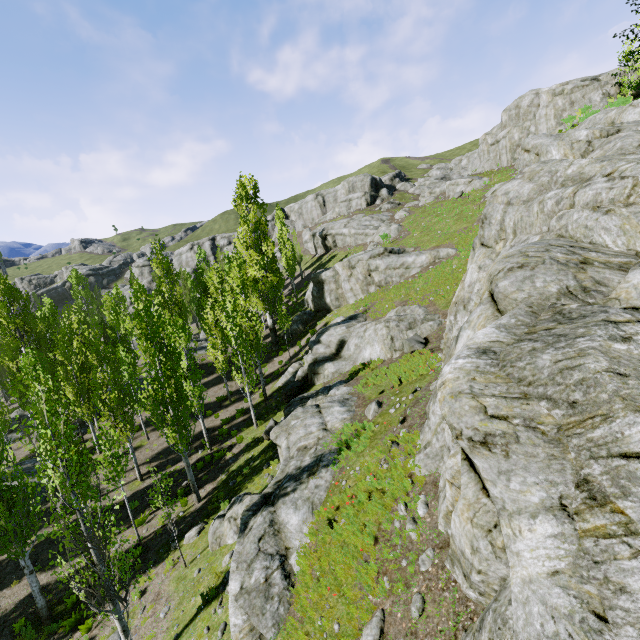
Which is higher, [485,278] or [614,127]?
[614,127]

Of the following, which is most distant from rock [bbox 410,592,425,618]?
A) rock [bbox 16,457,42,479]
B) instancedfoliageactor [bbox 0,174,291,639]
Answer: rock [bbox 16,457,42,479]

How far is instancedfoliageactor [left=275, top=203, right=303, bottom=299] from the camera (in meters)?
44.66

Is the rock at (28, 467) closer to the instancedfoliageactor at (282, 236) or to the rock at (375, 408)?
the instancedfoliageactor at (282, 236)

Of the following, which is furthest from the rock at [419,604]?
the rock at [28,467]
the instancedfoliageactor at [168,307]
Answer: the rock at [28,467]

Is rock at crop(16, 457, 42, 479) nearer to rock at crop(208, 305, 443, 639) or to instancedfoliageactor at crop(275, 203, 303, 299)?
instancedfoliageactor at crop(275, 203, 303, 299)

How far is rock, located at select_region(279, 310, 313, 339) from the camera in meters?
35.6
